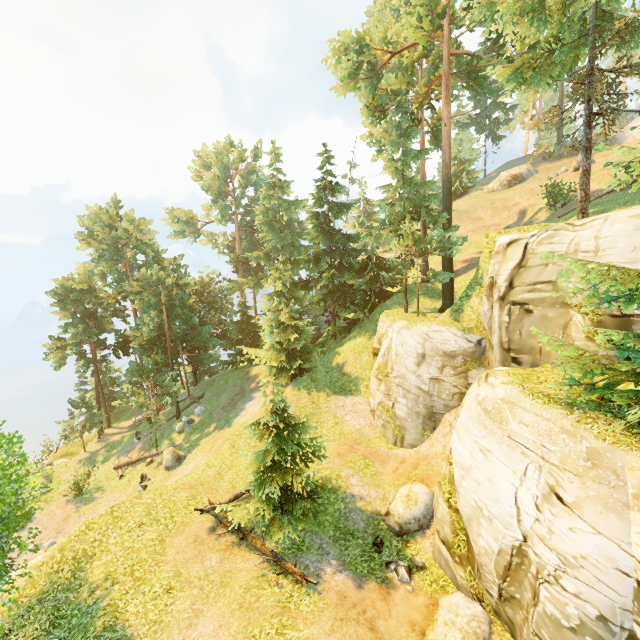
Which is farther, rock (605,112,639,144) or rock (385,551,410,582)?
rock (605,112,639,144)

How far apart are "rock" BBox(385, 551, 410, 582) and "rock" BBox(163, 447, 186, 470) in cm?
1657

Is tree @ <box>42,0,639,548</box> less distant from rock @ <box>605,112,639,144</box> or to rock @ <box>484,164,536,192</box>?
rock @ <box>605,112,639,144</box>

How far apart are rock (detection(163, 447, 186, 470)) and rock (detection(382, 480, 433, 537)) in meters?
15.7

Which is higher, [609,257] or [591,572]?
[609,257]

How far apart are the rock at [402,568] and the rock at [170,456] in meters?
16.6

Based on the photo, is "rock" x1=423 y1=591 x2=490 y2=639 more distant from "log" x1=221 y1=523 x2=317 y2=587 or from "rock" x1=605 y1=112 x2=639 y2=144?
"rock" x1=605 y1=112 x2=639 y2=144

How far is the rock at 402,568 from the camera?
11.95m
